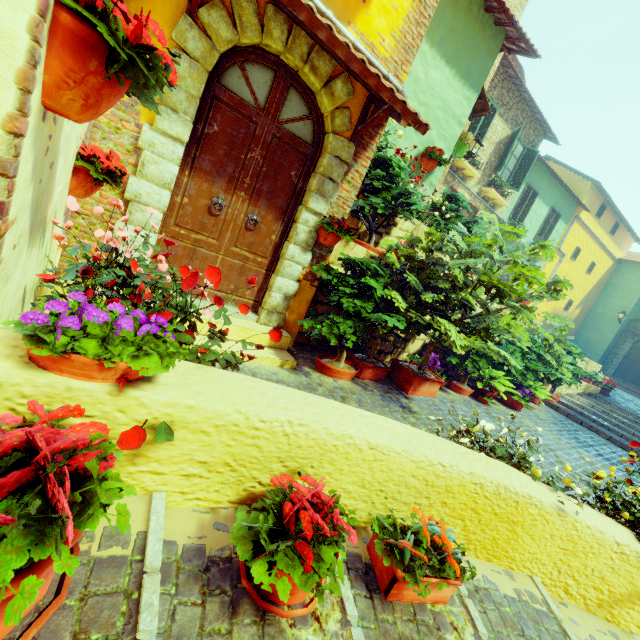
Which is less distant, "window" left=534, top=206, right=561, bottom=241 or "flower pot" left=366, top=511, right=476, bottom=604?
"flower pot" left=366, top=511, right=476, bottom=604

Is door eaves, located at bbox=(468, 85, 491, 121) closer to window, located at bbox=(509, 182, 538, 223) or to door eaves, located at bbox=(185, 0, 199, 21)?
door eaves, located at bbox=(185, 0, 199, 21)

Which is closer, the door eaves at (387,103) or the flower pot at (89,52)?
the flower pot at (89,52)

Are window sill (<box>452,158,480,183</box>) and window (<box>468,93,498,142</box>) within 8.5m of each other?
yes

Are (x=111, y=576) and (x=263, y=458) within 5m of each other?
yes

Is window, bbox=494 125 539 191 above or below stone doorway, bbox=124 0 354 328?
above

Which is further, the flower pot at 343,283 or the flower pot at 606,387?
the flower pot at 606,387

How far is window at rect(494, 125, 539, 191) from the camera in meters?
12.1
